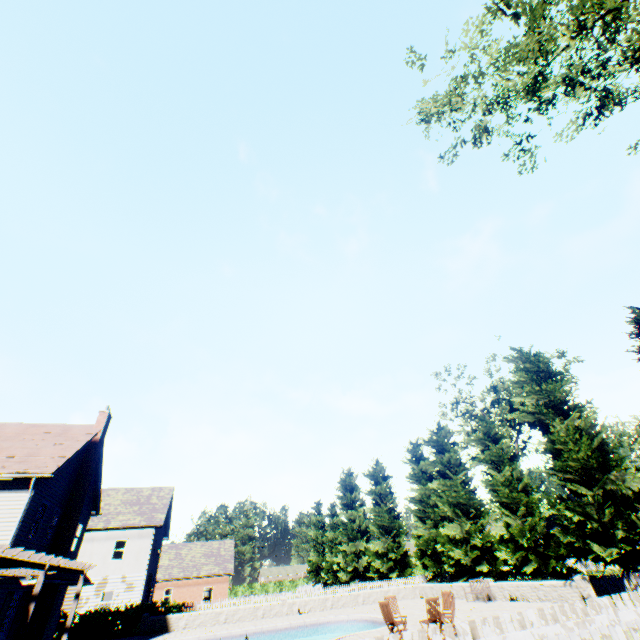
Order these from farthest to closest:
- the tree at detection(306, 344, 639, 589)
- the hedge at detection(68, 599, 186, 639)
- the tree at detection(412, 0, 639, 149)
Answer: the hedge at detection(68, 599, 186, 639) → the tree at detection(306, 344, 639, 589) → the tree at detection(412, 0, 639, 149)

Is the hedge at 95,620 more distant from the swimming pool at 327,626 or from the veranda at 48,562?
the veranda at 48,562

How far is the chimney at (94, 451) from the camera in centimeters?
1767cm

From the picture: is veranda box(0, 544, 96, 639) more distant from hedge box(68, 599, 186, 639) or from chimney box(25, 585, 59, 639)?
hedge box(68, 599, 186, 639)

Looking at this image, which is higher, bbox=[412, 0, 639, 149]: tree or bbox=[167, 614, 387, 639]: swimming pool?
bbox=[412, 0, 639, 149]: tree

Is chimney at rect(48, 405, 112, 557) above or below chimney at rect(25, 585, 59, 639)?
above

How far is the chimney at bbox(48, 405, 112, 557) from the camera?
17.67m

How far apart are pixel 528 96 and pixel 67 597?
44.3 meters
